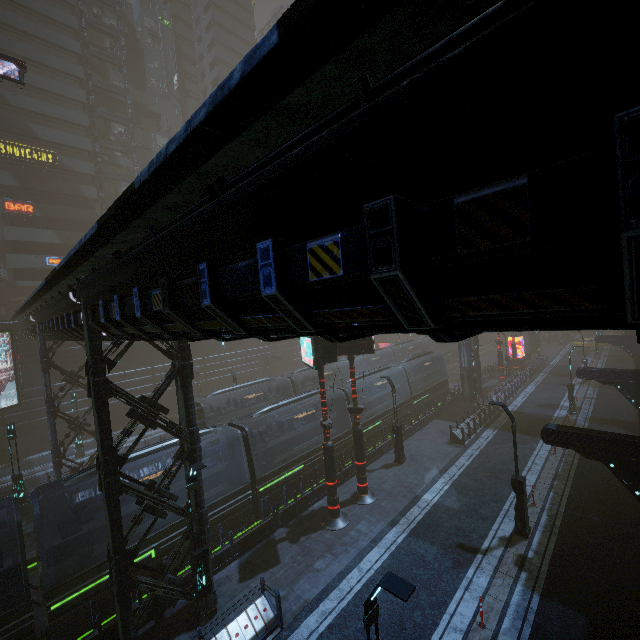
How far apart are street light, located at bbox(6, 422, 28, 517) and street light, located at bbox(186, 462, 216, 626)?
14.5 meters

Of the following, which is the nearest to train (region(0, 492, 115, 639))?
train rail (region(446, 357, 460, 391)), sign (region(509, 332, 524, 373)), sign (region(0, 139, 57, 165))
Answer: train rail (region(446, 357, 460, 391))

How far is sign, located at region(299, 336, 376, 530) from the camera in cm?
1439

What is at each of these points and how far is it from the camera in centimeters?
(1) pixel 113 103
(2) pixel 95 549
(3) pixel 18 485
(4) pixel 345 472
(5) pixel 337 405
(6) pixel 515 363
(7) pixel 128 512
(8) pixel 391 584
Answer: (1) building, 4656cm
(2) train, 1173cm
(3) street light, 1891cm
(4) building, 1938cm
(5) train, 2277cm
(6) sign, 4128cm
(7) train, 1457cm
(8) street light, 550cm

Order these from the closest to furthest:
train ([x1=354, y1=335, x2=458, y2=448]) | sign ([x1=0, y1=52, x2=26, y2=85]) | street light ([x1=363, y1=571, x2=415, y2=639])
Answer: street light ([x1=363, y1=571, x2=415, y2=639]) → sign ([x1=0, y1=52, x2=26, y2=85]) → train ([x1=354, y1=335, x2=458, y2=448])

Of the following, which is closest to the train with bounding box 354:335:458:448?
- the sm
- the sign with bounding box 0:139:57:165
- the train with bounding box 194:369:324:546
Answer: the sm

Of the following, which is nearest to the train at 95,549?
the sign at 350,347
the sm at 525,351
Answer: the sm at 525,351

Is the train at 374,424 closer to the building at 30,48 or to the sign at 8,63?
the building at 30,48
